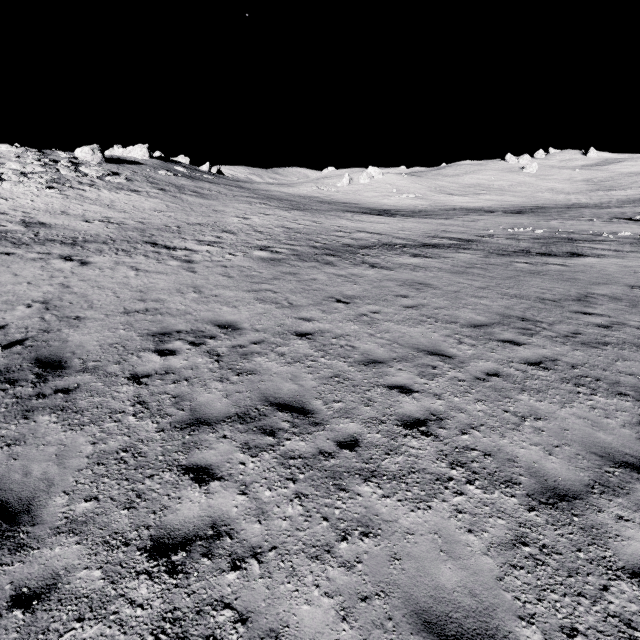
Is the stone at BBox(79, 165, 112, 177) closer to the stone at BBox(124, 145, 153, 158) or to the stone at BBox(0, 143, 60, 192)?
the stone at BBox(0, 143, 60, 192)

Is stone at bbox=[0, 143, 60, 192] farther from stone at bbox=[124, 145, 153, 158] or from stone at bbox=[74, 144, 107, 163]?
stone at bbox=[124, 145, 153, 158]

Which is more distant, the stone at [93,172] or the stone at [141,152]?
the stone at [141,152]

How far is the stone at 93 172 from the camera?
35.66m

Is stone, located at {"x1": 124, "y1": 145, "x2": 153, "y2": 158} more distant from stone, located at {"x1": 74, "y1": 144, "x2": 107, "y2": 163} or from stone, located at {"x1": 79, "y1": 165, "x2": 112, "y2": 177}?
stone, located at {"x1": 79, "y1": 165, "x2": 112, "y2": 177}

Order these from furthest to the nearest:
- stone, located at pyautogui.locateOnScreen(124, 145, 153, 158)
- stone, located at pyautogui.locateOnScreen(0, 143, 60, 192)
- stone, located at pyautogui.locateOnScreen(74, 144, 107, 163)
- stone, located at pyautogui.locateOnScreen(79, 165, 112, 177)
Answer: stone, located at pyautogui.locateOnScreen(124, 145, 153, 158) → stone, located at pyautogui.locateOnScreen(74, 144, 107, 163) → stone, located at pyautogui.locateOnScreen(79, 165, 112, 177) → stone, located at pyautogui.locateOnScreen(0, 143, 60, 192)

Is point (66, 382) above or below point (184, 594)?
above

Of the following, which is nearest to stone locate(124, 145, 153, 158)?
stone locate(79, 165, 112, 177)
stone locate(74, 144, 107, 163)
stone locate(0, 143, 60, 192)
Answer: stone locate(74, 144, 107, 163)
